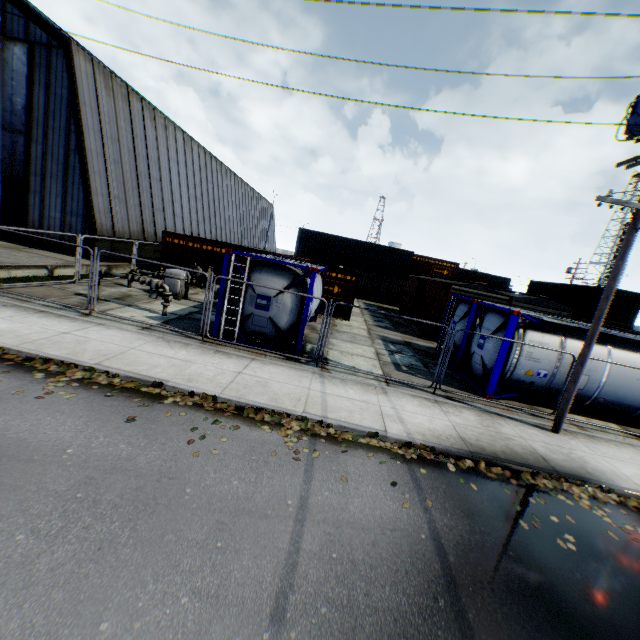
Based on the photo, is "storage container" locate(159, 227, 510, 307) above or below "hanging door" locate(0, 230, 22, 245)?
above

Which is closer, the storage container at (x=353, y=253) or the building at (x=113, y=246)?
the building at (x=113, y=246)

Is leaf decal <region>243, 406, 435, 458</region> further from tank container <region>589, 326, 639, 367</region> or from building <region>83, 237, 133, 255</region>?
building <region>83, 237, 133, 255</region>

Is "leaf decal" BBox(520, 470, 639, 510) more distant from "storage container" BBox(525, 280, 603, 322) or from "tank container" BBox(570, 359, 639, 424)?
"storage container" BBox(525, 280, 603, 322)

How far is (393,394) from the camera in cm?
923

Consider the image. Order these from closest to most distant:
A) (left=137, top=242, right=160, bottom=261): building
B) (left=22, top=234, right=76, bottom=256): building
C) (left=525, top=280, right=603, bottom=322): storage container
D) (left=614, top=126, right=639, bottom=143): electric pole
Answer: (left=614, top=126, right=639, bottom=143): electric pole < (left=22, top=234, right=76, bottom=256): building < (left=137, top=242, right=160, bottom=261): building < (left=525, top=280, right=603, bottom=322): storage container

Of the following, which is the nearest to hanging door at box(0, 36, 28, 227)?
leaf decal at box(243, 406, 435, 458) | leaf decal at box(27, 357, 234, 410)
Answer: leaf decal at box(27, 357, 234, 410)

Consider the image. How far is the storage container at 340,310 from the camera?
19.4m
